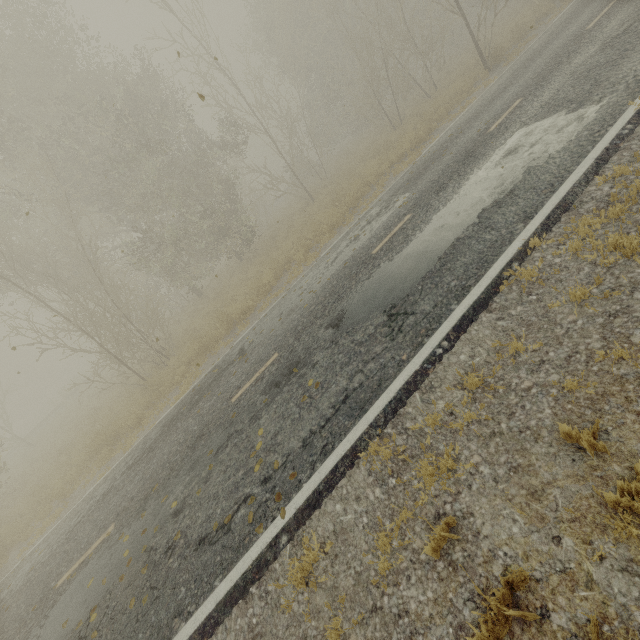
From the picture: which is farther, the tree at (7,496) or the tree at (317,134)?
the tree at (7,496)

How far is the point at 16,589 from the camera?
7.86m

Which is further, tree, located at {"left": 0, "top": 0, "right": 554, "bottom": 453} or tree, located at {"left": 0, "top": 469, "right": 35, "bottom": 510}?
tree, located at {"left": 0, "top": 469, "right": 35, "bottom": 510}
